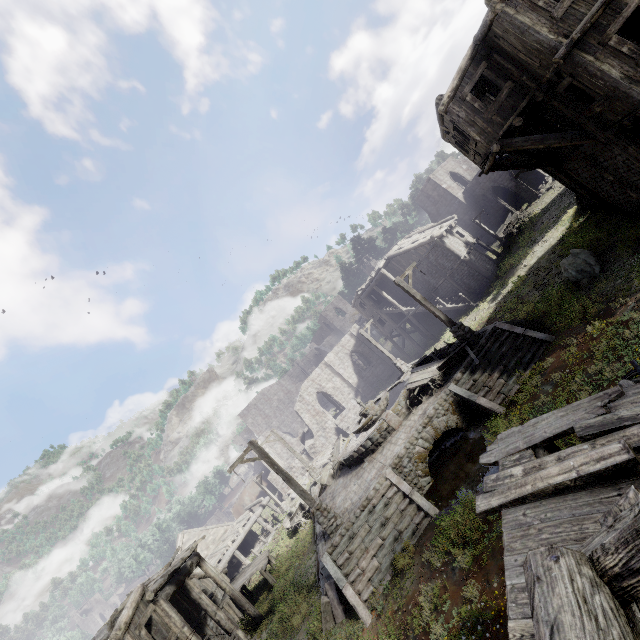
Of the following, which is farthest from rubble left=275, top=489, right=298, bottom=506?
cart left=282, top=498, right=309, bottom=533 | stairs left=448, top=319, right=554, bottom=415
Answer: stairs left=448, top=319, right=554, bottom=415

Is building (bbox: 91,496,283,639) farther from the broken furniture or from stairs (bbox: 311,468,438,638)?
the broken furniture

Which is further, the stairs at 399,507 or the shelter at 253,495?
the shelter at 253,495

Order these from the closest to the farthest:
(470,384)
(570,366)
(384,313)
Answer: (570,366), (470,384), (384,313)

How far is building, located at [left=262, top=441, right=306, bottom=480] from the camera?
36.2 meters

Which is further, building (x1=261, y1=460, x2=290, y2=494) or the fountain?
building (x1=261, y1=460, x2=290, y2=494)

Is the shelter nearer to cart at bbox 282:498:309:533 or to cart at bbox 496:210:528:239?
cart at bbox 282:498:309:533

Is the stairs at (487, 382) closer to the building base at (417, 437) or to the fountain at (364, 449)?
the building base at (417, 437)
